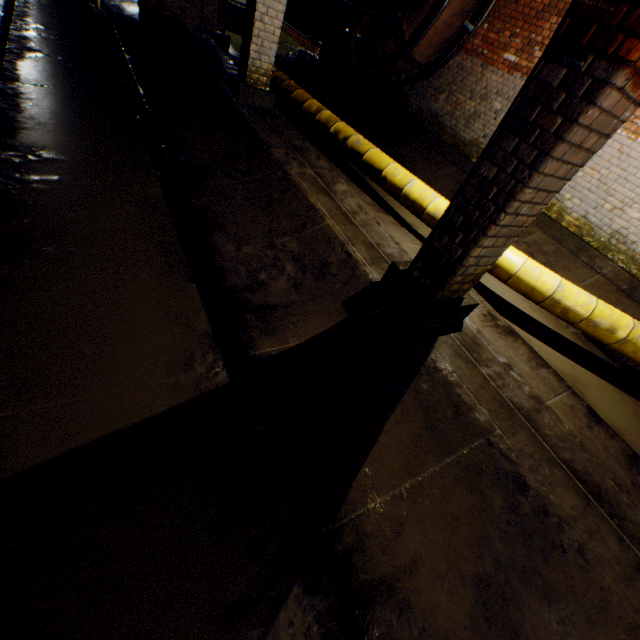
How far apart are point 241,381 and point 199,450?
0.6m

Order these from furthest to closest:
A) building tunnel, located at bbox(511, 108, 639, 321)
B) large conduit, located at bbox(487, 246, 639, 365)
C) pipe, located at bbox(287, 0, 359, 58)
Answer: pipe, located at bbox(287, 0, 359, 58), building tunnel, located at bbox(511, 108, 639, 321), large conduit, located at bbox(487, 246, 639, 365)

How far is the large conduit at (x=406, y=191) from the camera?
4.6 meters

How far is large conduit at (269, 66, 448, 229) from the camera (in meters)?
4.64

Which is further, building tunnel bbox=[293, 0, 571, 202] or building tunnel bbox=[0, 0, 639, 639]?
building tunnel bbox=[293, 0, 571, 202]

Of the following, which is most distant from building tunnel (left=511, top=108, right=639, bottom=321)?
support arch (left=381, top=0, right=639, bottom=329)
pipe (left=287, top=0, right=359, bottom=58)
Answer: pipe (left=287, top=0, right=359, bottom=58)

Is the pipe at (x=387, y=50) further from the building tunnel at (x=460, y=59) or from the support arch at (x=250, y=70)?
the support arch at (x=250, y=70)

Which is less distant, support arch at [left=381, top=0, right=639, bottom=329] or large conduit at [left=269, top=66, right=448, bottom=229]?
support arch at [left=381, top=0, right=639, bottom=329]
